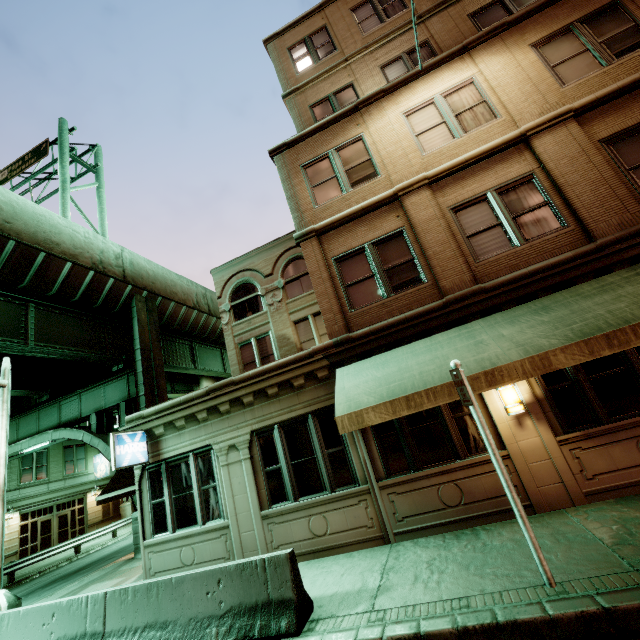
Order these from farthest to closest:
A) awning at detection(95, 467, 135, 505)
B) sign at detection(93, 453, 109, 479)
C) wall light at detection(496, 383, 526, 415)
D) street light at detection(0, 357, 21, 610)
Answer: sign at detection(93, 453, 109, 479) < awning at detection(95, 467, 135, 505) < street light at detection(0, 357, 21, 610) < wall light at detection(496, 383, 526, 415)

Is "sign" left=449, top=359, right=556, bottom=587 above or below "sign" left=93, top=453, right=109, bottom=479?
below

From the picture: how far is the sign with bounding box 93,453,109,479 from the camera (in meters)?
31.69

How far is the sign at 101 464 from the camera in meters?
31.7

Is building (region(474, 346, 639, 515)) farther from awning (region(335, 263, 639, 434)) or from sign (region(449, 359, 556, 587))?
sign (region(449, 359, 556, 587))

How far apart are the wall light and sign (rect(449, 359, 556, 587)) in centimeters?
235cm

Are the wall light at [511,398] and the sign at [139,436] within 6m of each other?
no

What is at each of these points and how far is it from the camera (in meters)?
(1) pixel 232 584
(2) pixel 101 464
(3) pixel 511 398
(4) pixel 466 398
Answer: (1) barrier, 5.42
(2) sign, 32.06
(3) wall light, 6.85
(4) sign, 4.96
